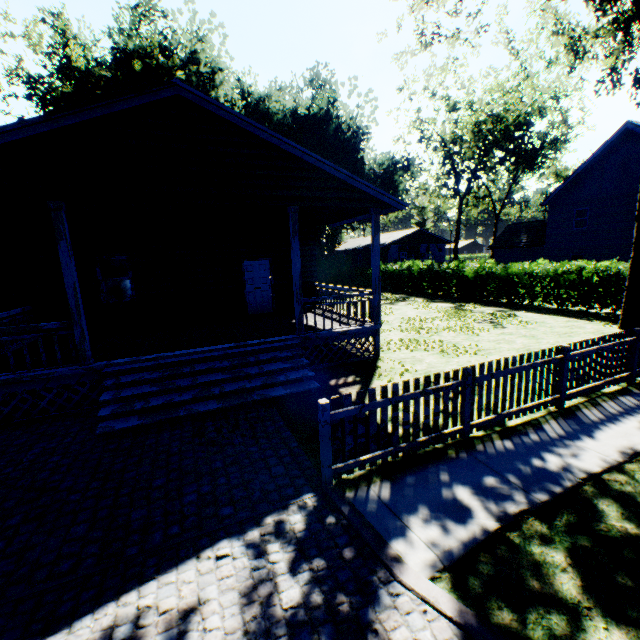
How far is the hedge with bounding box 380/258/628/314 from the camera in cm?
1423

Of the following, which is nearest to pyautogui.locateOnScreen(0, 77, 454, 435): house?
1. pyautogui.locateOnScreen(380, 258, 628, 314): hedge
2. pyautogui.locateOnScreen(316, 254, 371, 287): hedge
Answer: pyautogui.locateOnScreen(316, 254, 371, 287): hedge

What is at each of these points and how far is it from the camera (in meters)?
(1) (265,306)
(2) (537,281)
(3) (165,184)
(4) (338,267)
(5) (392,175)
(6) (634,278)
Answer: (1) door, 13.44
(2) hedge, 16.69
(3) house, 7.05
(4) hedge, 34.84
(5) plant, 43.97
(6) tree, 11.43

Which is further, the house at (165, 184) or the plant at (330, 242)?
the plant at (330, 242)

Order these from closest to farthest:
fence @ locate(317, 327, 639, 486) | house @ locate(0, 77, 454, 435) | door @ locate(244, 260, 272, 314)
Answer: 1. fence @ locate(317, 327, 639, 486)
2. house @ locate(0, 77, 454, 435)
3. door @ locate(244, 260, 272, 314)

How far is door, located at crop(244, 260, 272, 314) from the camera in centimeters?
1298cm

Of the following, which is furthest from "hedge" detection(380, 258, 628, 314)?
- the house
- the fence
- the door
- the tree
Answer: the door

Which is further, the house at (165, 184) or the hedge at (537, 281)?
the hedge at (537, 281)
